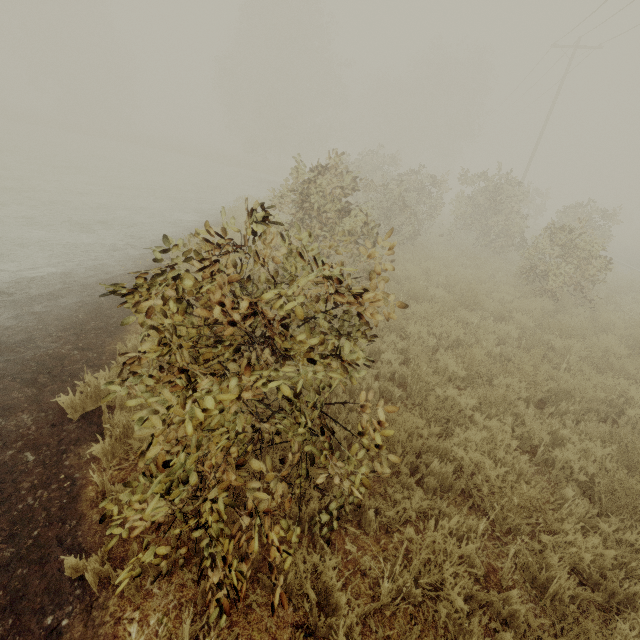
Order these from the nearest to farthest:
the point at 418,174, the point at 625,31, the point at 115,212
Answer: the point at 115,212
the point at 418,174
the point at 625,31
